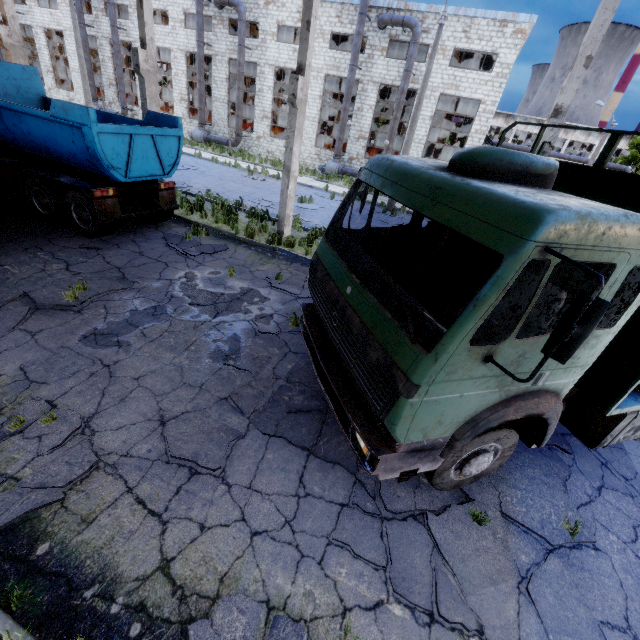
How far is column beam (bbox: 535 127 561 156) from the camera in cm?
766

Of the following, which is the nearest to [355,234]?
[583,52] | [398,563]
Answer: [398,563]

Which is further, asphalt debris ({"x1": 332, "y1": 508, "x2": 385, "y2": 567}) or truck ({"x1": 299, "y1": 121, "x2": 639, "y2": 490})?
asphalt debris ({"x1": 332, "y1": 508, "x2": 385, "y2": 567})

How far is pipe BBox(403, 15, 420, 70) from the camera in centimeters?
2080cm

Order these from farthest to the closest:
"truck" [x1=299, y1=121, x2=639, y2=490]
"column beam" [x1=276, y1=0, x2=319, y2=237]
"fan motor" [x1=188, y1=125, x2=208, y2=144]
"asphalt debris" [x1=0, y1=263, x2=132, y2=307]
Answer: "fan motor" [x1=188, y1=125, x2=208, y2=144], "column beam" [x1=276, y1=0, x2=319, y2=237], "asphalt debris" [x1=0, y1=263, x2=132, y2=307], "truck" [x1=299, y1=121, x2=639, y2=490]

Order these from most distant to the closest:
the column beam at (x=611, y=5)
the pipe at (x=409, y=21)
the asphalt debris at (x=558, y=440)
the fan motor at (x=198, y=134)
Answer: the fan motor at (x=198, y=134) → the pipe at (x=409, y=21) → the column beam at (x=611, y=5) → the asphalt debris at (x=558, y=440)

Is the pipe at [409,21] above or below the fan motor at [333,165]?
Answer: above

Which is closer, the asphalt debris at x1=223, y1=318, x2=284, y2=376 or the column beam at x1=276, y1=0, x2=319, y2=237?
the asphalt debris at x1=223, y1=318, x2=284, y2=376
